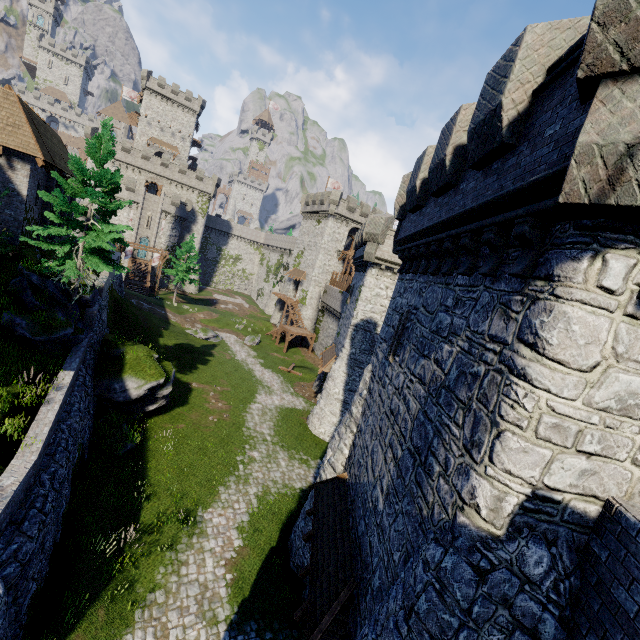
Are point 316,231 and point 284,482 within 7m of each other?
no

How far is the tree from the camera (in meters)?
15.92

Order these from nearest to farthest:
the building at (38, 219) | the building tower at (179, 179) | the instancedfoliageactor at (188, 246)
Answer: the building at (38, 219), the instancedfoliageactor at (188, 246), the building tower at (179, 179)

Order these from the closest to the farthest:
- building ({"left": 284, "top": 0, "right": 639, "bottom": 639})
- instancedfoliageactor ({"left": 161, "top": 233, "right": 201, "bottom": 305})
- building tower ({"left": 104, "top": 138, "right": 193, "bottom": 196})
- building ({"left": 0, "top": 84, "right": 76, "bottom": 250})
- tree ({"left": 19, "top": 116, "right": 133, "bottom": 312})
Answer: building ({"left": 284, "top": 0, "right": 639, "bottom": 639}) → tree ({"left": 19, "top": 116, "right": 133, "bottom": 312}) → building ({"left": 0, "top": 84, "right": 76, "bottom": 250}) → instancedfoliageactor ({"left": 161, "top": 233, "right": 201, "bottom": 305}) → building tower ({"left": 104, "top": 138, "right": 193, "bottom": 196})

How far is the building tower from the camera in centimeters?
5422cm

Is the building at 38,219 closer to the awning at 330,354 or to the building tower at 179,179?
the awning at 330,354

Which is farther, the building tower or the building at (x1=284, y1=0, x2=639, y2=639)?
the building tower

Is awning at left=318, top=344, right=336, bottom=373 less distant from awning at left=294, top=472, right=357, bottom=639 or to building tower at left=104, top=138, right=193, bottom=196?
awning at left=294, top=472, right=357, bottom=639
